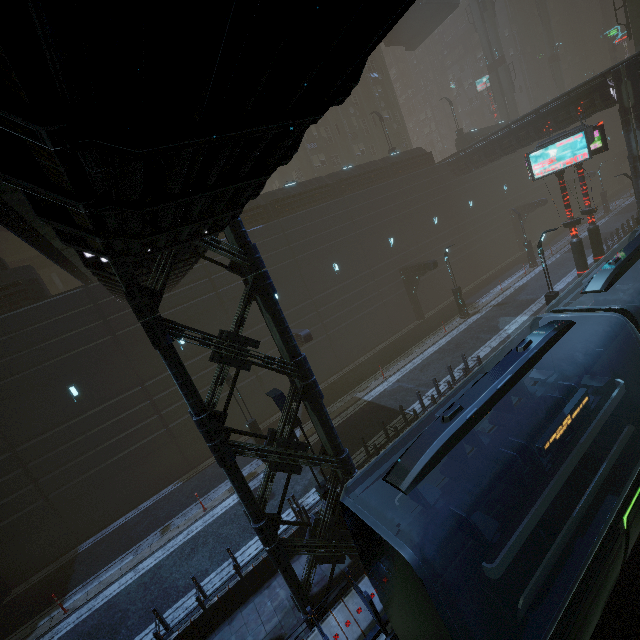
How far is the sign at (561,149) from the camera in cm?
1625

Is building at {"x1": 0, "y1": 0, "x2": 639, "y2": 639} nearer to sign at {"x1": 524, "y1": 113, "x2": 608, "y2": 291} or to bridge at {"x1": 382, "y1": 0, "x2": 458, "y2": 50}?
sign at {"x1": 524, "y1": 113, "x2": 608, "y2": 291}

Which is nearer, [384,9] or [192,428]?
[384,9]

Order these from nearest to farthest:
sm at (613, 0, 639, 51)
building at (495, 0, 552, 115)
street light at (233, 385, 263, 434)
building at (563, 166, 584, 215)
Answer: street light at (233, 385, 263, 434) → sm at (613, 0, 639, 51) → building at (563, 166, 584, 215) → building at (495, 0, 552, 115)

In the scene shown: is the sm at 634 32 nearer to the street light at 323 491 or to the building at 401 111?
the building at 401 111

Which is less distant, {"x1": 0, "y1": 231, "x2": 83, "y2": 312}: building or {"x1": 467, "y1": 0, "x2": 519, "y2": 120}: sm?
{"x1": 0, "y1": 231, "x2": 83, "y2": 312}: building

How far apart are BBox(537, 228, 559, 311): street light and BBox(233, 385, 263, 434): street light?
15.7m

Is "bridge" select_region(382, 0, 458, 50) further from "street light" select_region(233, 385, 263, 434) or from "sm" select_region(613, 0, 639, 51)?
"street light" select_region(233, 385, 263, 434)
